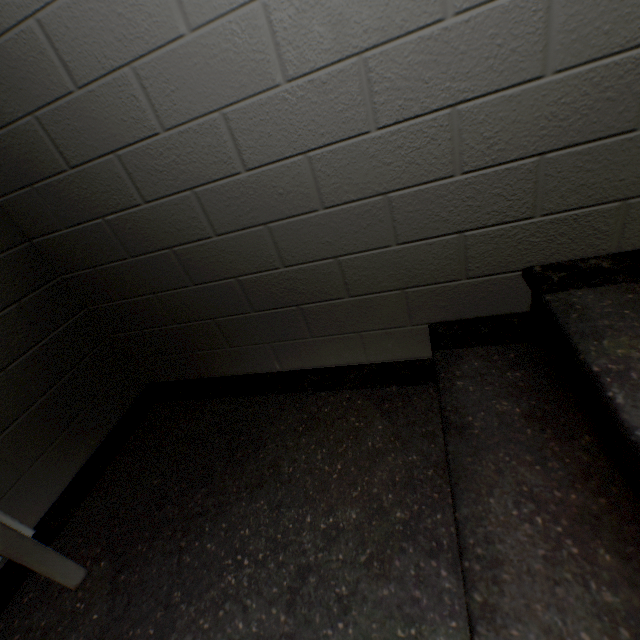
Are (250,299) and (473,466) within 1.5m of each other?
Result: yes
